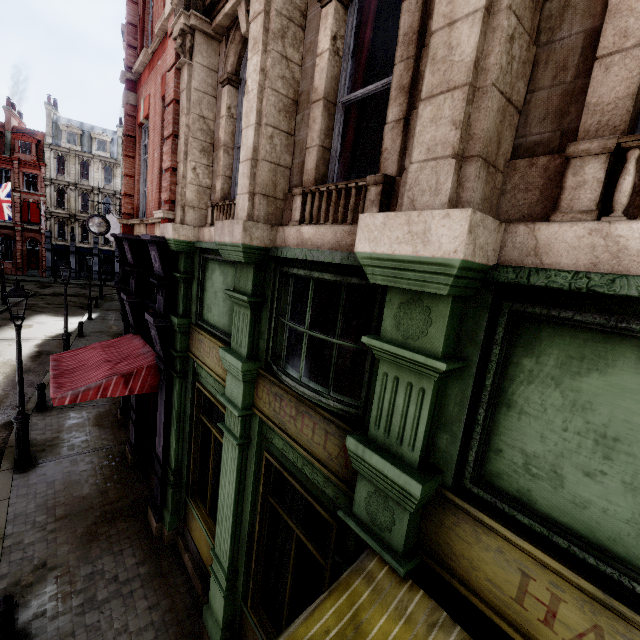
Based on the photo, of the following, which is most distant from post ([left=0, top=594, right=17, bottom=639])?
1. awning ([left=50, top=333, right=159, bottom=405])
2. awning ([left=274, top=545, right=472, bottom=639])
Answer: awning ([left=274, top=545, right=472, bottom=639])

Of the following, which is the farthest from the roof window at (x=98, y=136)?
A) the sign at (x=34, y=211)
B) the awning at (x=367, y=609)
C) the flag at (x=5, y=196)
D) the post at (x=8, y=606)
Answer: the awning at (x=367, y=609)

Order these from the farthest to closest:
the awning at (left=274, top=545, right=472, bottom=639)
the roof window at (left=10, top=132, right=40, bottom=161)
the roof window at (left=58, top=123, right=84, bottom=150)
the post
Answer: the roof window at (left=58, top=123, right=84, bottom=150) → the roof window at (left=10, top=132, right=40, bottom=161) → the post → the awning at (left=274, top=545, right=472, bottom=639)

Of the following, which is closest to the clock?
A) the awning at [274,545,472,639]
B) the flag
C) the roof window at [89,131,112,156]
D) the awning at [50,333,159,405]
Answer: the awning at [50,333,159,405]

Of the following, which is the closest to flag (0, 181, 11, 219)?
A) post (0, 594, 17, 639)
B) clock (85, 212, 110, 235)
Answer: clock (85, 212, 110, 235)

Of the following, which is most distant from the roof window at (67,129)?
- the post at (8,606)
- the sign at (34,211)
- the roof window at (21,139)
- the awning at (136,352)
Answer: the post at (8,606)

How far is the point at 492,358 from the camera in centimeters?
196cm

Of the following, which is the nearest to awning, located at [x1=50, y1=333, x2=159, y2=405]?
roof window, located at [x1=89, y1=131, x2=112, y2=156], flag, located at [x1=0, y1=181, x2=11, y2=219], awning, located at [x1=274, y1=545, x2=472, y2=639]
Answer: awning, located at [x1=274, y1=545, x2=472, y2=639]
